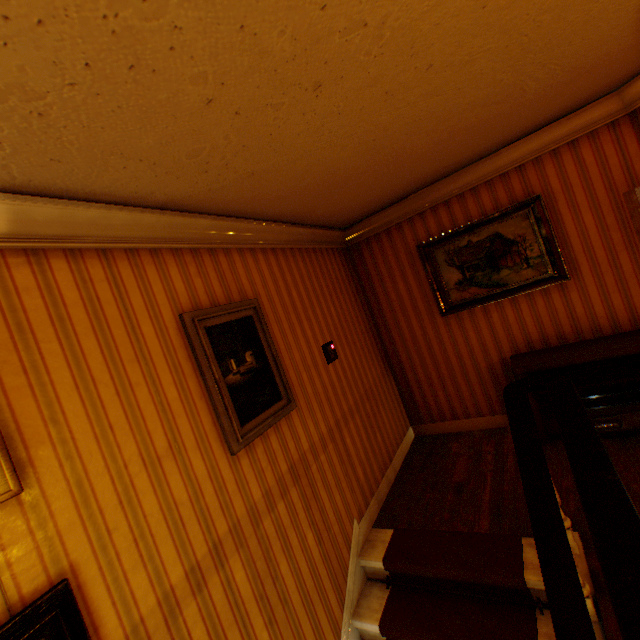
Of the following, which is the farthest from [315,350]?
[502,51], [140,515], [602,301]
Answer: [602,301]

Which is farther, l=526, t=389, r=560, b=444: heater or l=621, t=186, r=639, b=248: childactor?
l=526, t=389, r=560, b=444: heater

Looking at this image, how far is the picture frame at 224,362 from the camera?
2.15m

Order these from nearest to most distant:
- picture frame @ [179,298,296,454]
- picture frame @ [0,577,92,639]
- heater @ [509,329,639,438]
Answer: picture frame @ [0,577,92,639] → picture frame @ [179,298,296,454] → heater @ [509,329,639,438]

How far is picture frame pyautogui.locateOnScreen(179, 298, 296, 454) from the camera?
2.2m

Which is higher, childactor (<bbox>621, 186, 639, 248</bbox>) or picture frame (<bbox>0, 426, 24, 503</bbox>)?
childactor (<bbox>621, 186, 639, 248</bbox>)

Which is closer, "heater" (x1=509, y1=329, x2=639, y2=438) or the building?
the building

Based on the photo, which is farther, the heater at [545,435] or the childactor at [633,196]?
the heater at [545,435]
